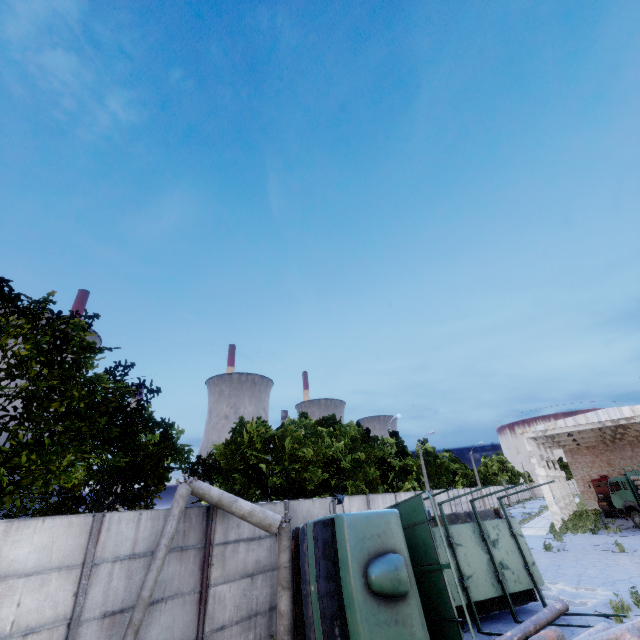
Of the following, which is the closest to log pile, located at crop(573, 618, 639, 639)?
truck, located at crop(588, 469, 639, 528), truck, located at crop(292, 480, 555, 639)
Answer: truck, located at crop(292, 480, 555, 639)

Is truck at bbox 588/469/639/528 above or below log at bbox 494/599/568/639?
above

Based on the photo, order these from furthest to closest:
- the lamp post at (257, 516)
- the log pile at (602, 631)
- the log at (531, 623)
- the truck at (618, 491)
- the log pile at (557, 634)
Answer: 1. the truck at (618, 491)
2. the log at (531, 623)
3. the lamp post at (257, 516)
4. the log pile at (557, 634)
5. the log pile at (602, 631)

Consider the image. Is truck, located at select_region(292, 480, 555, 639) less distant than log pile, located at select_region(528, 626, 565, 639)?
No

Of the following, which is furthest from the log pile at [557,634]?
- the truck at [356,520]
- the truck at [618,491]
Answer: the truck at [618,491]

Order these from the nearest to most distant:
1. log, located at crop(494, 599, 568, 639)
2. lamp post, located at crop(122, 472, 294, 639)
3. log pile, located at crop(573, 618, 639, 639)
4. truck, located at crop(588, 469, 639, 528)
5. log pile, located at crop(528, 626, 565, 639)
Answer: log pile, located at crop(573, 618, 639, 639)
log pile, located at crop(528, 626, 565, 639)
lamp post, located at crop(122, 472, 294, 639)
log, located at crop(494, 599, 568, 639)
truck, located at crop(588, 469, 639, 528)

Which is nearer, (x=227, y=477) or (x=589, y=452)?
(x=227, y=477)

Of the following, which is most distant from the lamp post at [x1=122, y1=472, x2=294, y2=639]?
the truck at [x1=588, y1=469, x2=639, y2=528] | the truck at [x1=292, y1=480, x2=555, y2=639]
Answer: the truck at [x1=588, y1=469, x2=639, y2=528]
